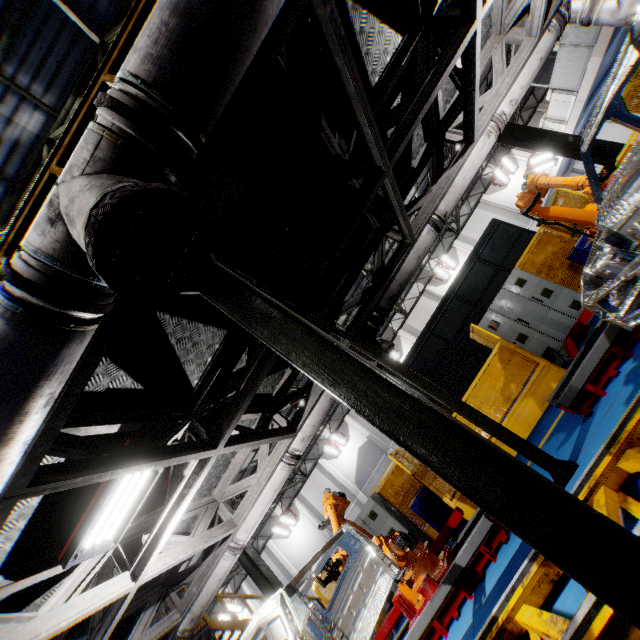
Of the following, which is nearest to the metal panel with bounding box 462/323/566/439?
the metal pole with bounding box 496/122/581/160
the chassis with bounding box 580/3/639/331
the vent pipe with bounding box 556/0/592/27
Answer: the metal pole with bounding box 496/122/581/160

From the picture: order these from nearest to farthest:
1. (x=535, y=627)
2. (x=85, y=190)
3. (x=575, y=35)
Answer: (x=85, y=190)
(x=535, y=627)
(x=575, y=35)

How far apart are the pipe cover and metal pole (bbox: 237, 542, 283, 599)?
11.5 meters

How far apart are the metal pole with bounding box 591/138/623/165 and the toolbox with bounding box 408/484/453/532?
9.7m

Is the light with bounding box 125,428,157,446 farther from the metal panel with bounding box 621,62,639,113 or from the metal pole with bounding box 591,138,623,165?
the metal pole with bounding box 591,138,623,165

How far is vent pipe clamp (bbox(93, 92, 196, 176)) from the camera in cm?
157

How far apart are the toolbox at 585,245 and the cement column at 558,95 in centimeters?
1015cm

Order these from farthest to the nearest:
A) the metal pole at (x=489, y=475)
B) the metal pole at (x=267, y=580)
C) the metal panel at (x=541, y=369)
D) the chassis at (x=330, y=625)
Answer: the metal pole at (x=267, y=580) < the metal panel at (x=541, y=369) < the chassis at (x=330, y=625) < the metal pole at (x=489, y=475)
